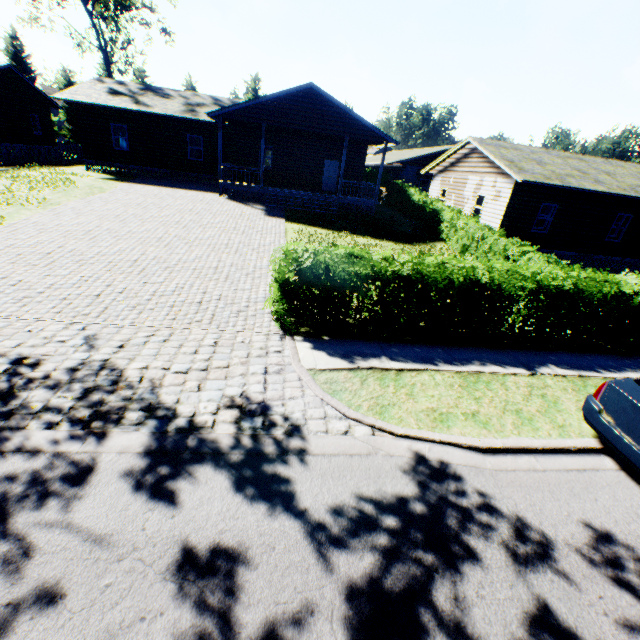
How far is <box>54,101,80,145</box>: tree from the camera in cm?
4650

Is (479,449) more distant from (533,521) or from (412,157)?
(412,157)

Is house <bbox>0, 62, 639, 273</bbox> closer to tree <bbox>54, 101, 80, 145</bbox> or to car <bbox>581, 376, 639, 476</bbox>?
tree <bbox>54, 101, 80, 145</bbox>

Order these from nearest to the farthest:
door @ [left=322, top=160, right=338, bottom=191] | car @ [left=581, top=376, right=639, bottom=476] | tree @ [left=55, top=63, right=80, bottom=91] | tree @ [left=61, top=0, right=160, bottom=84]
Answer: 1. car @ [left=581, top=376, right=639, bottom=476]
2. door @ [left=322, top=160, right=338, bottom=191]
3. tree @ [left=61, top=0, right=160, bottom=84]
4. tree @ [left=55, top=63, right=80, bottom=91]

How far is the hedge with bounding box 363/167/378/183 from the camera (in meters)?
28.11

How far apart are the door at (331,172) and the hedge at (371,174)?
6.36m

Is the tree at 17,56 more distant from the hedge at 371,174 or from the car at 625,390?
the hedge at 371,174

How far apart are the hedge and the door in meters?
6.4
